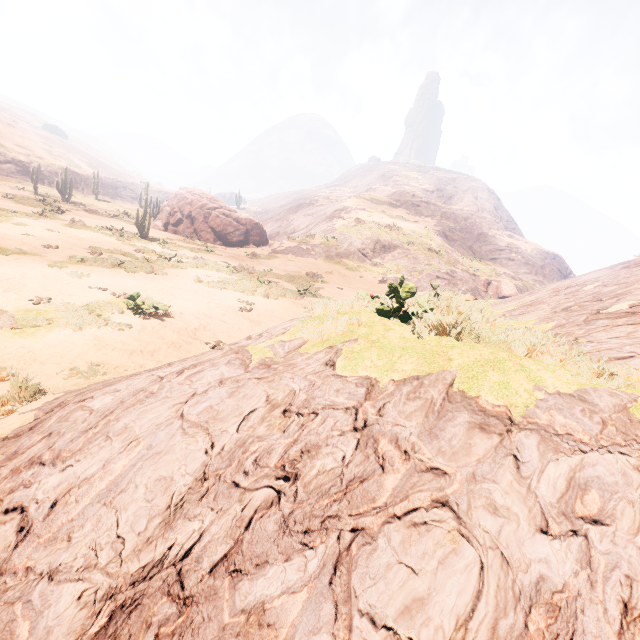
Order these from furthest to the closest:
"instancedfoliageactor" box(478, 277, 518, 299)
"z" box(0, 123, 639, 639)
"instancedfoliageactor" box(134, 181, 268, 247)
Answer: "instancedfoliageactor" box(478, 277, 518, 299), "instancedfoliageactor" box(134, 181, 268, 247), "z" box(0, 123, 639, 639)

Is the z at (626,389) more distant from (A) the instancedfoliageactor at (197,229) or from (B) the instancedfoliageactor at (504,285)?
(A) the instancedfoliageactor at (197,229)

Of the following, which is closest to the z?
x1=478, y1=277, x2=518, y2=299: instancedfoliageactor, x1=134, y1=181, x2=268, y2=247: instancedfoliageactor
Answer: x1=478, y1=277, x2=518, y2=299: instancedfoliageactor

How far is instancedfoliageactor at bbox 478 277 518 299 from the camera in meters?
35.8 m

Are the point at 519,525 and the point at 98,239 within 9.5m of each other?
no

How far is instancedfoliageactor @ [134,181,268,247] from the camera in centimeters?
3151cm

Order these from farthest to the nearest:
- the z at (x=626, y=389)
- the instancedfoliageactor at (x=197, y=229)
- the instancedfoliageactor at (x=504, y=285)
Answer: the instancedfoliageactor at (x=504, y=285) < the instancedfoliageactor at (x=197, y=229) < the z at (x=626, y=389)
